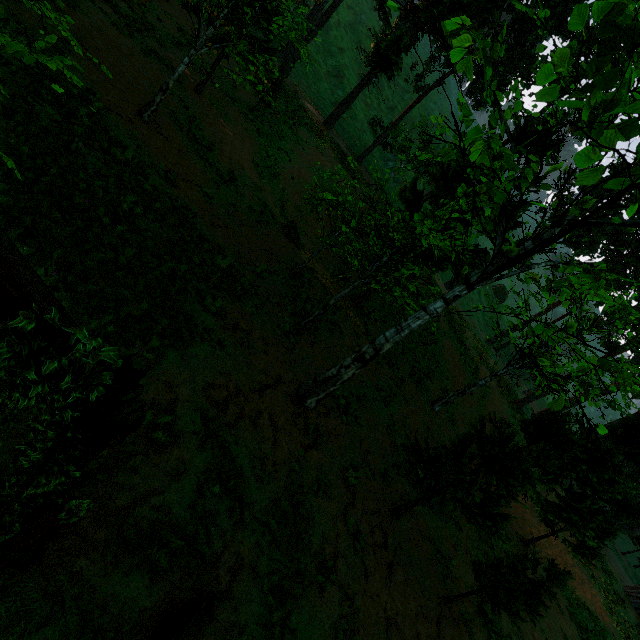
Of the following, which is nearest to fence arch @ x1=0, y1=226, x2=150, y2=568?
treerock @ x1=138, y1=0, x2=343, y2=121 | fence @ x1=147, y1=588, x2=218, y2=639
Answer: treerock @ x1=138, y1=0, x2=343, y2=121

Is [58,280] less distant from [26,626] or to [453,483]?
[26,626]

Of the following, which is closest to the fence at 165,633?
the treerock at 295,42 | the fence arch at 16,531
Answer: the treerock at 295,42

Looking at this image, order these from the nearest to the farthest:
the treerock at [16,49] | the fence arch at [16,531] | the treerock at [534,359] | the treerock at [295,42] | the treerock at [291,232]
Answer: the fence arch at [16,531] < the treerock at [16,49] < the treerock at [534,359] < the treerock at [295,42] < the treerock at [291,232]

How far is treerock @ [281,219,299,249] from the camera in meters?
17.8

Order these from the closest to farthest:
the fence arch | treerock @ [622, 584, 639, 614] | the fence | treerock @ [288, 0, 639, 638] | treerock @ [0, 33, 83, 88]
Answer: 1. the fence arch
2. treerock @ [0, 33, 83, 88]
3. the fence
4. treerock @ [288, 0, 639, 638]
5. treerock @ [622, 584, 639, 614]

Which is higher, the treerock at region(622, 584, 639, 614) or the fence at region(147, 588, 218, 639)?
the treerock at region(622, 584, 639, 614)
